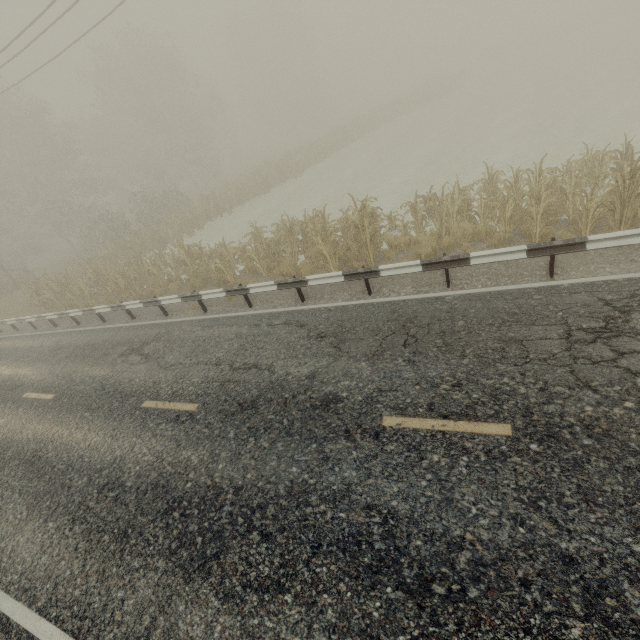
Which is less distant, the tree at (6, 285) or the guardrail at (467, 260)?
the guardrail at (467, 260)

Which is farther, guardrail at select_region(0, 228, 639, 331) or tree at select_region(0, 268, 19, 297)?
tree at select_region(0, 268, 19, 297)

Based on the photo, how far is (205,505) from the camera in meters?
5.0 m
